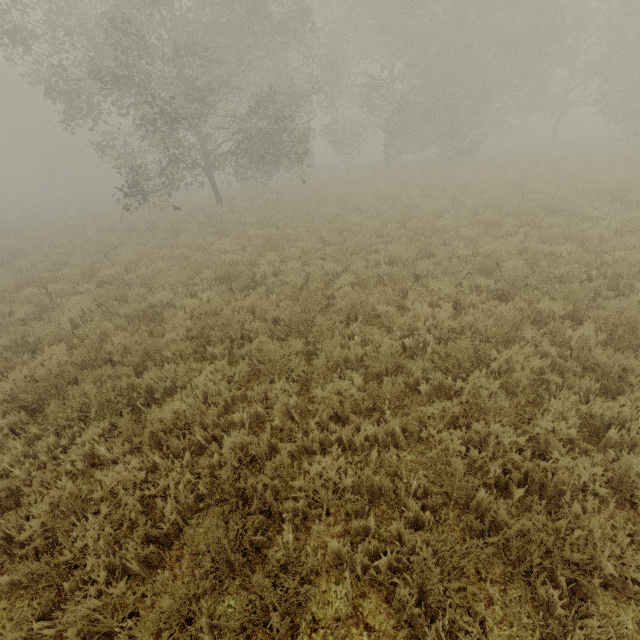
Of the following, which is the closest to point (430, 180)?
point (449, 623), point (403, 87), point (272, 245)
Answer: point (403, 87)
